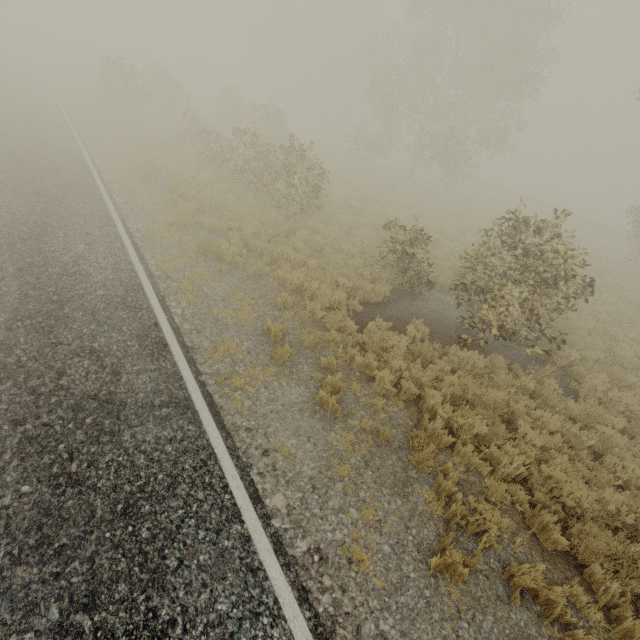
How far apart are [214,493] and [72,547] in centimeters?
147cm
